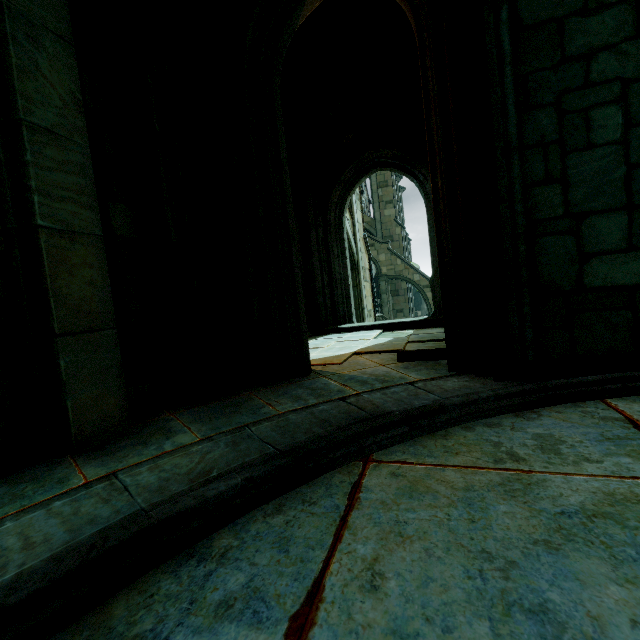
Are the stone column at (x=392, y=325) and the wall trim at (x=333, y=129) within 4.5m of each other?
no

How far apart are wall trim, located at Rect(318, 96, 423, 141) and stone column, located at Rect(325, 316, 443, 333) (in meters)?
5.49

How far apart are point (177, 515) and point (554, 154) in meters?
3.7

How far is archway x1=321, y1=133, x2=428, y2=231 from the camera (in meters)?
8.59

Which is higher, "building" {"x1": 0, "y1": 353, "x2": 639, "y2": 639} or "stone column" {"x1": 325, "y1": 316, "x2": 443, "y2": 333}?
"stone column" {"x1": 325, "y1": 316, "x2": 443, "y2": 333}

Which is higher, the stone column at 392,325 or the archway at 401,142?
the archway at 401,142

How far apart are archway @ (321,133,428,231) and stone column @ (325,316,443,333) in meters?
2.8

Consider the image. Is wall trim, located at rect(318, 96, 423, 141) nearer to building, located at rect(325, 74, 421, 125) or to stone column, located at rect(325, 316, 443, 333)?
building, located at rect(325, 74, 421, 125)
